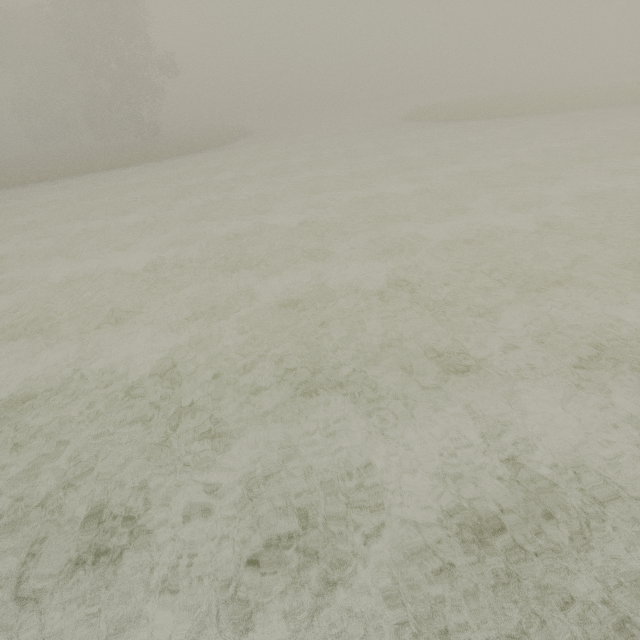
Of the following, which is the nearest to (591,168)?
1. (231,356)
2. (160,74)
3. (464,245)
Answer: (464,245)
